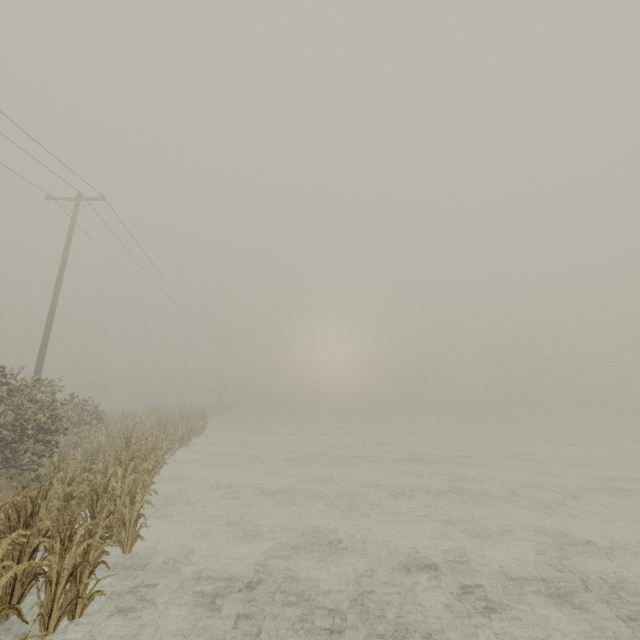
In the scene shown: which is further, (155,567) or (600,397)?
(600,397)
